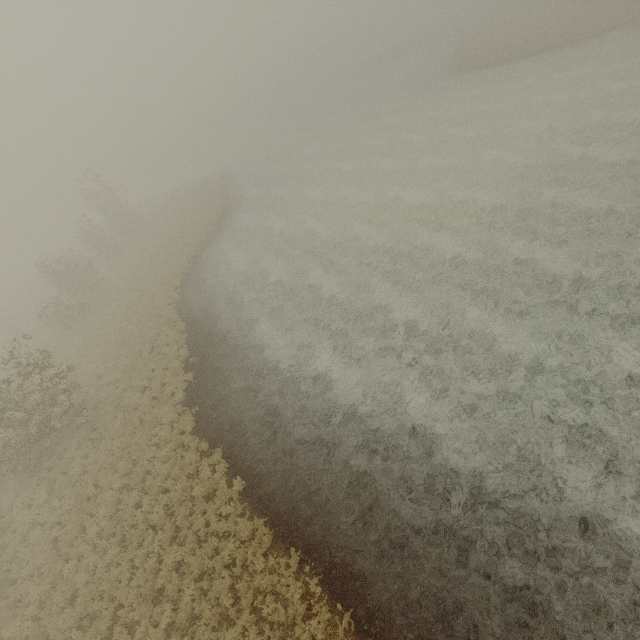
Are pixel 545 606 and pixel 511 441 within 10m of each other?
yes
